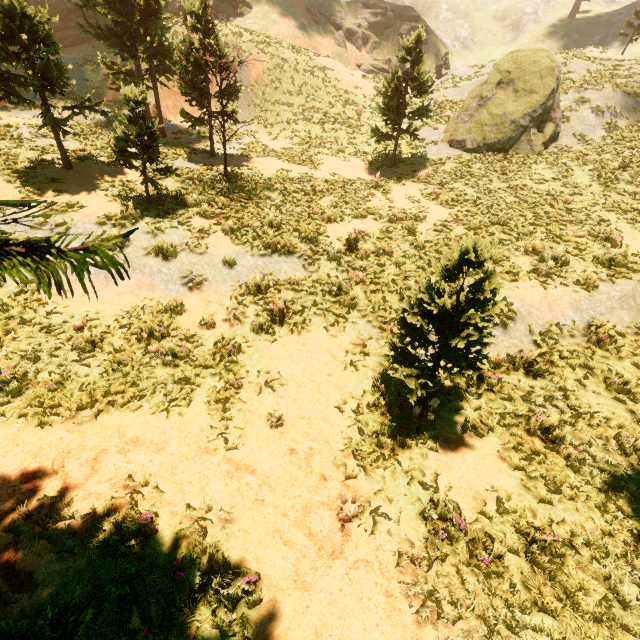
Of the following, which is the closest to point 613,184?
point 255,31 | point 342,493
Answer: point 342,493

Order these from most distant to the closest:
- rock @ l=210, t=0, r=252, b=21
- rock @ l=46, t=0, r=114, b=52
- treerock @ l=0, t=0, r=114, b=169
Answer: rock @ l=210, t=0, r=252, b=21 < rock @ l=46, t=0, r=114, b=52 < treerock @ l=0, t=0, r=114, b=169

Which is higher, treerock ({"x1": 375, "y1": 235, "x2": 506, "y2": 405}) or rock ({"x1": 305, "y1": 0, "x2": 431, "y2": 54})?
rock ({"x1": 305, "y1": 0, "x2": 431, "y2": 54})

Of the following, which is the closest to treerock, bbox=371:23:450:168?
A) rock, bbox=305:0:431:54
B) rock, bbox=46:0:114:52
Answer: rock, bbox=46:0:114:52

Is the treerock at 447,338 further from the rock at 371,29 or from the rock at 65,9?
the rock at 371,29

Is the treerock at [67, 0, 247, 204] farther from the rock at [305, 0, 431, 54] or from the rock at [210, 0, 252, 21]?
the rock at [305, 0, 431, 54]
